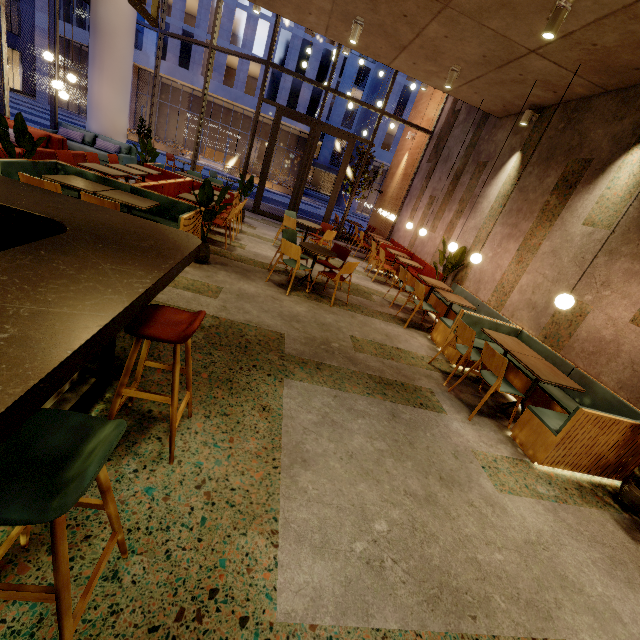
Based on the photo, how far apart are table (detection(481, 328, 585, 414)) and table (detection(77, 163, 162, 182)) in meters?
7.4

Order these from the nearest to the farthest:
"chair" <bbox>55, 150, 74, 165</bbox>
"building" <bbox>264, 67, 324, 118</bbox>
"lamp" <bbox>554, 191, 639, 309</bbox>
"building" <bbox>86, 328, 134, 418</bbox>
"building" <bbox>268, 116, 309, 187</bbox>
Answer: "building" <bbox>86, 328, 134, 418</bbox>, "lamp" <bbox>554, 191, 639, 309</bbox>, "chair" <bbox>55, 150, 74, 165</bbox>, "building" <bbox>264, 67, 324, 118</bbox>, "building" <bbox>268, 116, 309, 187</bbox>

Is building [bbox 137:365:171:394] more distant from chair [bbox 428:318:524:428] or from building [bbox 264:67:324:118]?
building [bbox 264:67:324:118]

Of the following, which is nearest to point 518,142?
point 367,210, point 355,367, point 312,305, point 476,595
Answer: point 312,305

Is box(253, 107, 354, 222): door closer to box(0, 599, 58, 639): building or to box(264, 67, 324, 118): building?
box(0, 599, 58, 639): building

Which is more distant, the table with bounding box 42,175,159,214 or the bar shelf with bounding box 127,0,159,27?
the table with bounding box 42,175,159,214

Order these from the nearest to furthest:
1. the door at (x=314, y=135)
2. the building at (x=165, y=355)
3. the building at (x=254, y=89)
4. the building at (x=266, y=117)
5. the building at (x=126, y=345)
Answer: the building at (x=126, y=345) → the building at (x=165, y=355) → the door at (x=314, y=135) → the building at (x=254, y=89) → the building at (x=266, y=117)

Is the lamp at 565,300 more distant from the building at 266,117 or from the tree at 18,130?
the building at 266,117
